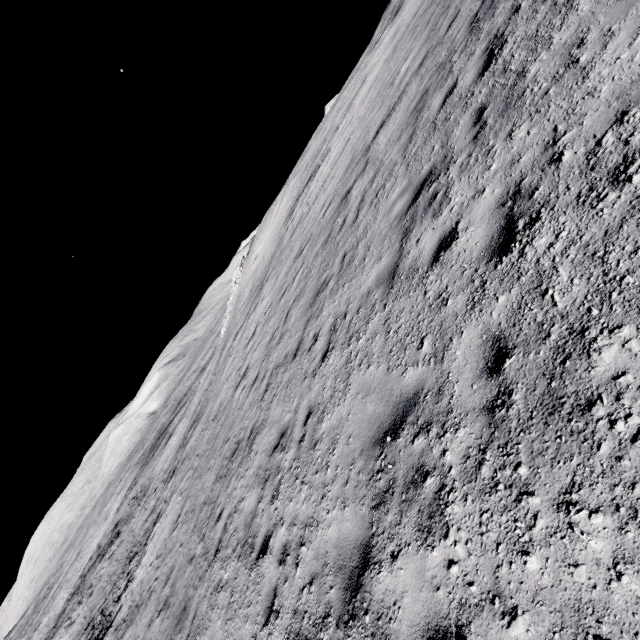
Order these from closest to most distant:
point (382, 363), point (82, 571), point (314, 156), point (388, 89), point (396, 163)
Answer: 1. point (382, 363)
2. point (396, 163)
3. point (388, 89)
4. point (314, 156)
5. point (82, 571)
